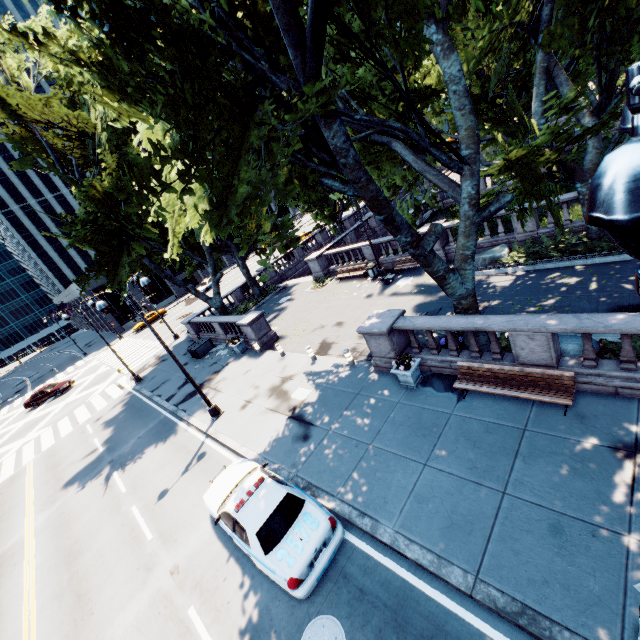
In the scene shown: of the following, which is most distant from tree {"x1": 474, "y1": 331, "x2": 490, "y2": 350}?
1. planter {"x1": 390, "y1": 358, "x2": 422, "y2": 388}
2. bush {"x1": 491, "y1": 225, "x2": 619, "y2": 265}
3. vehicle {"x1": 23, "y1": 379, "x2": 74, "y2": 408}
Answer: vehicle {"x1": 23, "y1": 379, "x2": 74, "y2": 408}

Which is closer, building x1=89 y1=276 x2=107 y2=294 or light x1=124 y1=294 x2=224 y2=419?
light x1=124 y1=294 x2=224 y2=419

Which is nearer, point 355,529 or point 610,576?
point 610,576

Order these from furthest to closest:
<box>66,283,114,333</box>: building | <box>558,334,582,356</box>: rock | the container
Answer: <box>66,283,114,333</box>: building
the container
<box>558,334,582,356</box>: rock

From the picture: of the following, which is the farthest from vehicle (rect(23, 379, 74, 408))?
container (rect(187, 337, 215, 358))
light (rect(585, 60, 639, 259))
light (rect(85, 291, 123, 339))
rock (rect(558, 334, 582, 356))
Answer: light (rect(585, 60, 639, 259))

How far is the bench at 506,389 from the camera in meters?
8.1

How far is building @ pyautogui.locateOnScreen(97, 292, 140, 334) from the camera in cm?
5075

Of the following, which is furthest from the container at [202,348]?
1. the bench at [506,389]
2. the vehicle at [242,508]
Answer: the bench at [506,389]
